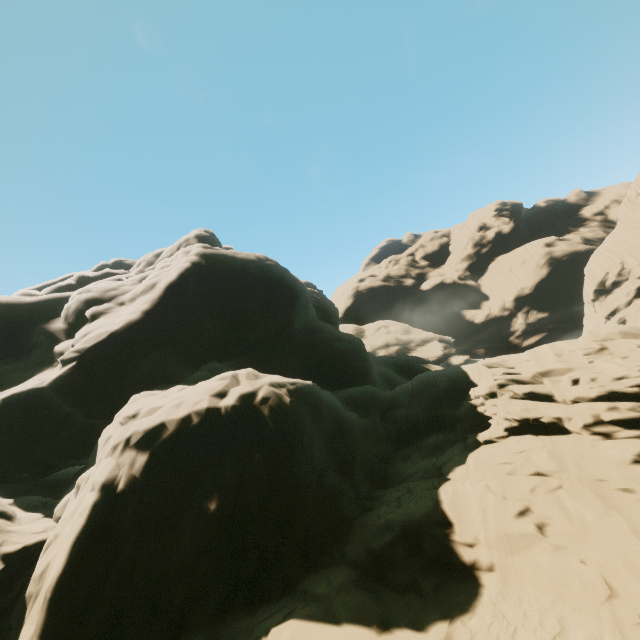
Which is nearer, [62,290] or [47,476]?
[47,476]
